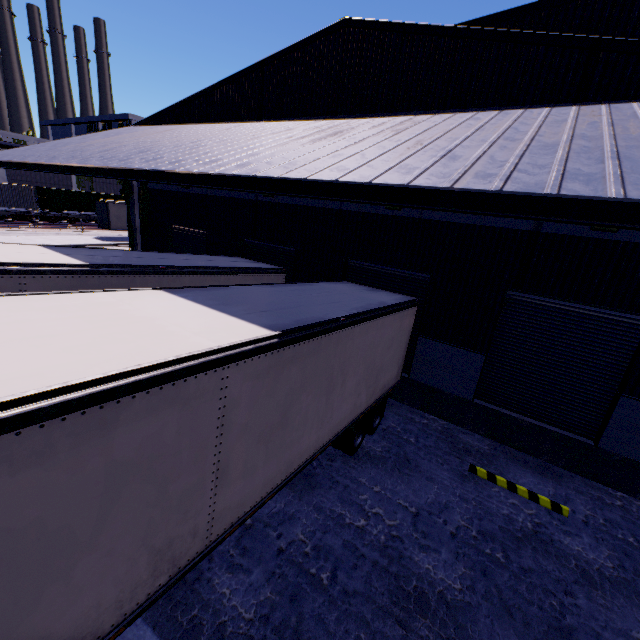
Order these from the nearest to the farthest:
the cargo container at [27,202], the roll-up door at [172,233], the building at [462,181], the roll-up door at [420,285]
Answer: the building at [462,181] < the roll-up door at [420,285] < the roll-up door at [172,233] < the cargo container at [27,202]

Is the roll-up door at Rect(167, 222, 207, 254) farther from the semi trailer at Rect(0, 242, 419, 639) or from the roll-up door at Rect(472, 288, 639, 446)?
the roll-up door at Rect(472, 288, 639, 446)

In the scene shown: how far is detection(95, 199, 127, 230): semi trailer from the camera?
31.9 meters

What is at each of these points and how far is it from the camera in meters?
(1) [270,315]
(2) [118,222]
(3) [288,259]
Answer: (1) semi trailer, 5.0 m
(2) semi trailer, 32.8 m
(3) roll-up door, 12.5 m

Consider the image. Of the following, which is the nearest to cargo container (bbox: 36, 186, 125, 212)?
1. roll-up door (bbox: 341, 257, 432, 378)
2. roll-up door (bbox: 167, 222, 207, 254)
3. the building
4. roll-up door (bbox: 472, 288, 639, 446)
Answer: the building

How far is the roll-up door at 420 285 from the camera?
9.9 meters

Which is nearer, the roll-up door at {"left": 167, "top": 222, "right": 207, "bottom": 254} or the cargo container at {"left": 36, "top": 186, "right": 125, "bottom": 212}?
the roll-up door at {"left": 167, "top": 222, "right": 207, "bottom": 254}

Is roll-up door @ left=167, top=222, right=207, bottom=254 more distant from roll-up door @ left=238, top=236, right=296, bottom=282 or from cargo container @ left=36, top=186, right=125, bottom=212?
cargo container @ left=36, top=186, right=125, bottom=212
